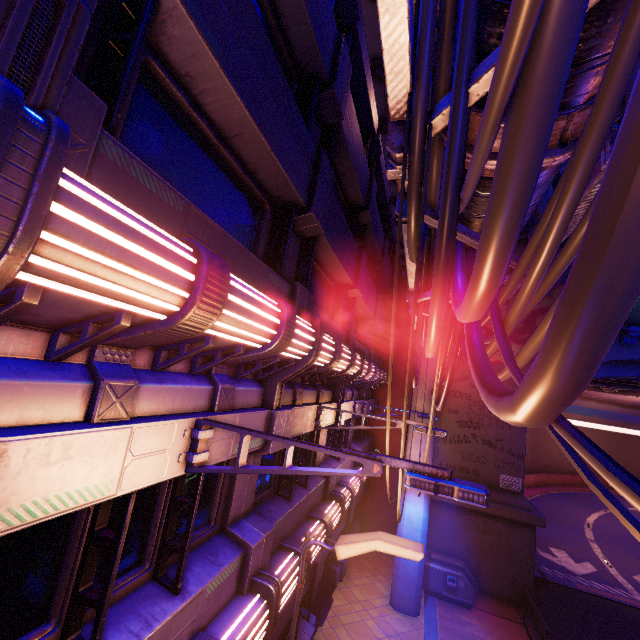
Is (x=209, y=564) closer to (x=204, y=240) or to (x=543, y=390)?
(x=204, y=240)

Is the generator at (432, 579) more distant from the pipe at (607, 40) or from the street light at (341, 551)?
the street light at (341, 551)

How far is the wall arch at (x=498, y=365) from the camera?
16.8 meters

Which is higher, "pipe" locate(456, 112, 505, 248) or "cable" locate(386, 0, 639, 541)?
"pipe" locate(456, 112, 505, 248)

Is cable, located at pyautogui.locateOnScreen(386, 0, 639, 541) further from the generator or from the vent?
the vent

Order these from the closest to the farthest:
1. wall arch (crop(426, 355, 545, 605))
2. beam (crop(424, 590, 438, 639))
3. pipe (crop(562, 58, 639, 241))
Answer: pipe (crop(562, 58, 639, 241)) → beam (crop(424, 590, 438, 639)) → wall arch (crop(426, 355, 545, 605))

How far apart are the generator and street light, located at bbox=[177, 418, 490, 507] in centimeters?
1452cm

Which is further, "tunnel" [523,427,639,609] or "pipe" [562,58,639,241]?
"tunnel" [523,427,639,609]
